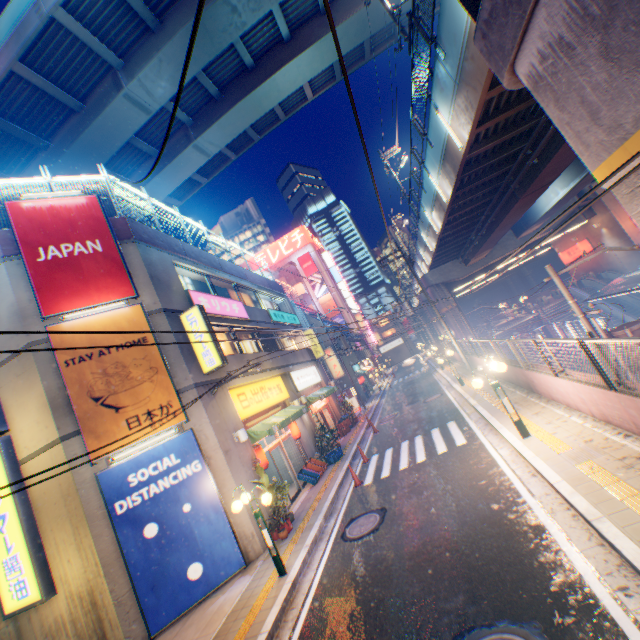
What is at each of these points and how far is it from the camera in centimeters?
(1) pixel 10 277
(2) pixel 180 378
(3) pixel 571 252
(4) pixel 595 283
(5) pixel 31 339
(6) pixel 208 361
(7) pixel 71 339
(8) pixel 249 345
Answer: (1) building, 997cm
(2) building, 1093cm
(3) sign, 3816cm
(4) escalator, 3312cm
(5) building, 959cm
(6) sign, 1179cm
(7) billboard, 985cm
(8) window glass, 1777cm

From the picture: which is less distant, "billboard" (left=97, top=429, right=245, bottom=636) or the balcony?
"billboard" (left=97, top=429, right=245, bottom=636)

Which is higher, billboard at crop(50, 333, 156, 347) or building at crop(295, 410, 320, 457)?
billboard at crop(50, 333, 156, 347)

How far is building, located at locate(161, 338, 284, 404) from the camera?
10.9 meters

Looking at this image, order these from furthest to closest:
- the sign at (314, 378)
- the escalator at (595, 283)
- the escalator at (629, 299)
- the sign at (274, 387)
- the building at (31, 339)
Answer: the escalator at (595, 283)
the escalator at (629, 299)
the sign at (314, 378)
the sign at (274, 387)
the building at (31, 339)

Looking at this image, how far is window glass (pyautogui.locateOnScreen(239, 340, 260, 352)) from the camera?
17.1m

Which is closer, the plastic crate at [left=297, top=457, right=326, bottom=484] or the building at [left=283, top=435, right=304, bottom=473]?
the plastic crate at [left=297, top=457, right=326, bottom=484]

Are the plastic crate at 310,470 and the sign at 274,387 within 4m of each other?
yes
